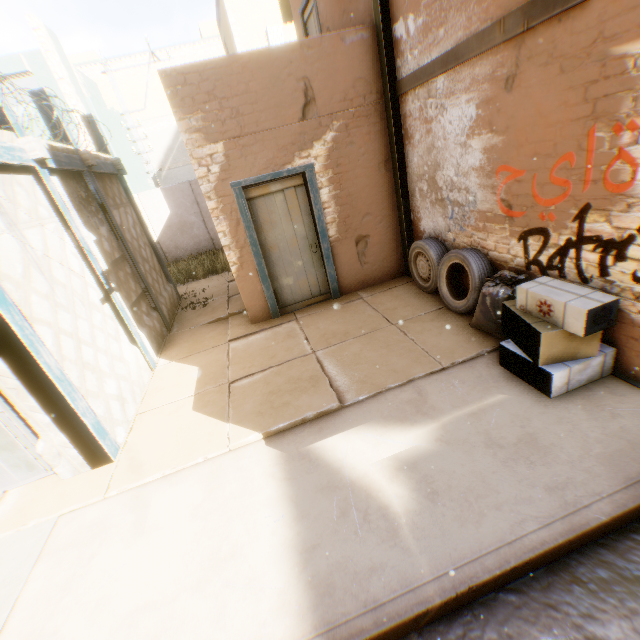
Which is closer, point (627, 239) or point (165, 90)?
point (627, 239)

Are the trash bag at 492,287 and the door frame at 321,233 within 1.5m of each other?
no

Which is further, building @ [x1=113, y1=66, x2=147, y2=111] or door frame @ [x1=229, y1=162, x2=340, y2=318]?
building @ [x1=113, y1=66, x2=147, y2=111]

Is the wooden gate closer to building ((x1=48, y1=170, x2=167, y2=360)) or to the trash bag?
building ((x1=48, y1=170, x2=167, y2=360))

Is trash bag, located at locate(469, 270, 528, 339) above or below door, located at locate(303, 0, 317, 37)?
below

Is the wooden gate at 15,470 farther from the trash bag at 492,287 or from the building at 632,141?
the trash bag at 492,287

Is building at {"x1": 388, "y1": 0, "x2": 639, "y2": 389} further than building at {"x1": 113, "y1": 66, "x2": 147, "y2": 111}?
No

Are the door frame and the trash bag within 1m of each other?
no
